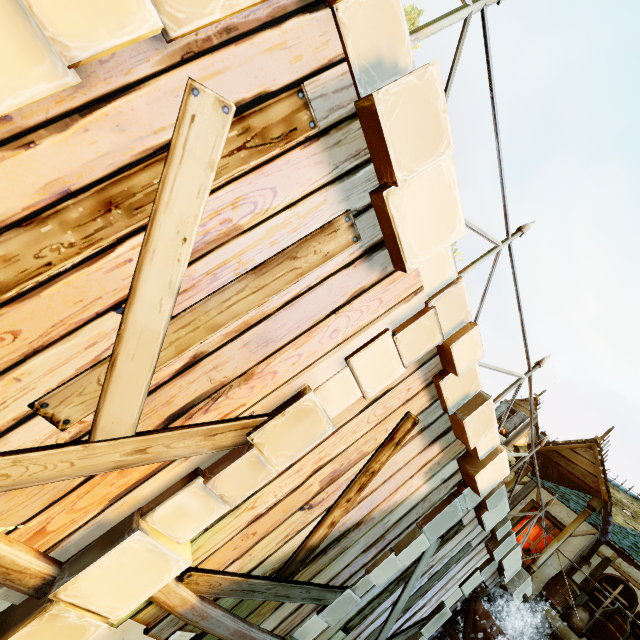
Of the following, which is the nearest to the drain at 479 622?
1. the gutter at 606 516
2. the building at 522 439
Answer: the building at 522 439

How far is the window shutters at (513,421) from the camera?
12.93m

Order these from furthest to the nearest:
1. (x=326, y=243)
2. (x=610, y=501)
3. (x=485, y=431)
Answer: (x=610, y=501) → (x=485, y=431) → (x=326, y=243)

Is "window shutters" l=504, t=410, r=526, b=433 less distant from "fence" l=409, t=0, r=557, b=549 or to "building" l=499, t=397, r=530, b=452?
"building" l=499, t=397, r=530, b=452

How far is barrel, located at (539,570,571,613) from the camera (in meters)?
7.88

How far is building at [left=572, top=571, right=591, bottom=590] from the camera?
8.4 meters

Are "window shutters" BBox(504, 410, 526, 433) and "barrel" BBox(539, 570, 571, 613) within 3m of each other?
no

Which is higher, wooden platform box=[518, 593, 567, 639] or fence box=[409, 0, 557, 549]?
fence box=[409, 0, 557, 549]
